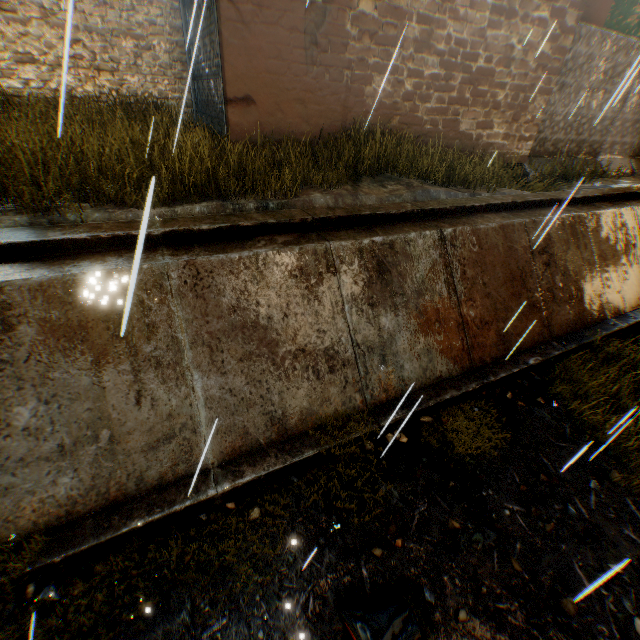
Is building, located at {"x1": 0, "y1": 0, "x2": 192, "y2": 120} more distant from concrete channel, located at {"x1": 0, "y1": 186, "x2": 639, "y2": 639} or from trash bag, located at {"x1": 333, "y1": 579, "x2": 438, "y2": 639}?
trash bag, located at {"x1": 333, "y1": 579, "x2": 438, "y2": 639}

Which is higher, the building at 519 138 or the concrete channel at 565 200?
the building at 519 138

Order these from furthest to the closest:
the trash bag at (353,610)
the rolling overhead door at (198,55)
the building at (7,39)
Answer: the building at (7,39) < the rolling overhead door at (198,55) < the trash bag at (353,610)

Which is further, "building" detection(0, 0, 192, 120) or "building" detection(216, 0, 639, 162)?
"building" detection(0, 0, 192, 120)

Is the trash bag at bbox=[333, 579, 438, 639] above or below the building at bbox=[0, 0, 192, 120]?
below

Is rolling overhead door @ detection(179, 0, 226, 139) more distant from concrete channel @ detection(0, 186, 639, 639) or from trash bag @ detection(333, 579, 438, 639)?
trash bag @ detection(333, 579, 438, 639)

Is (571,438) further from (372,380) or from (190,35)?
(190,35)
